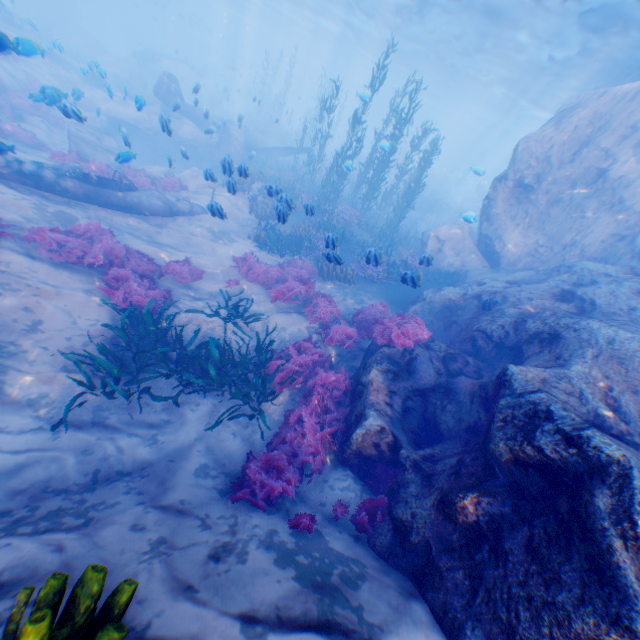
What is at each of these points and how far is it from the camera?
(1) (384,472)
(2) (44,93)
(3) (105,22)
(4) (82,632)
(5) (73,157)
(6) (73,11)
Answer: (1) instancedfoliageactor, 6.01m
(2) instancedfoliageactor, 8.87m
(3) submarine, 45.53m
(4) instancedfoliageactor, 1.84m
(5) instancedfoliageactor, 12.34m
(6) rock, 36.56m

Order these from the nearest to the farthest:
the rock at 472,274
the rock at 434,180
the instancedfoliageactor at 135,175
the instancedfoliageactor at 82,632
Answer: the instancedfoliageactor at 82,632 < the rock at 472,274 < the instancedfoliageactor at 135,175 < the rock at 434,180

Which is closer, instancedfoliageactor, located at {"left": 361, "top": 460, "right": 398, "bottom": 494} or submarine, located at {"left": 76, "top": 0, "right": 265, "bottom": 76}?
instancedfoliageactor, located at {"left": 361, "top": 460, "right": 398, "bottom": 494}

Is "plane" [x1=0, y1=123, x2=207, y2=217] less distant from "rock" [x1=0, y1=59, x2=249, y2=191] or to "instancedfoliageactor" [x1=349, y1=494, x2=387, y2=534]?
"rock" [x1=0, y1=59, x2=249, y2=191]

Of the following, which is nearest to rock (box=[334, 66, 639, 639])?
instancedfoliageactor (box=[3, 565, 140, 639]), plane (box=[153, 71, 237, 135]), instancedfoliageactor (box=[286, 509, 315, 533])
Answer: plane (box=[153, 71, 237, 135])

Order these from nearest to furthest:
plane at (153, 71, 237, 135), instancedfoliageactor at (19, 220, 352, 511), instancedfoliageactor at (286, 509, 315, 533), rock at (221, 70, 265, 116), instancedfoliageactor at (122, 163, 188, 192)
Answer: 1. instancedfoliageactor at (286, 509, 315, 533)
2. instancedfoliageactor at (19, 220, 352, 511)
3. instancedfoliageactor at (122, 163, 188, 192)
4. plane at (153, 71, 237, 135)
5. rock at (221, 70, 265, 116)

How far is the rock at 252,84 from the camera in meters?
45.2 m

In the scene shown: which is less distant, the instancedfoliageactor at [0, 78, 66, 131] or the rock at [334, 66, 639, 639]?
the rock at [334, 66, 639, 639]
